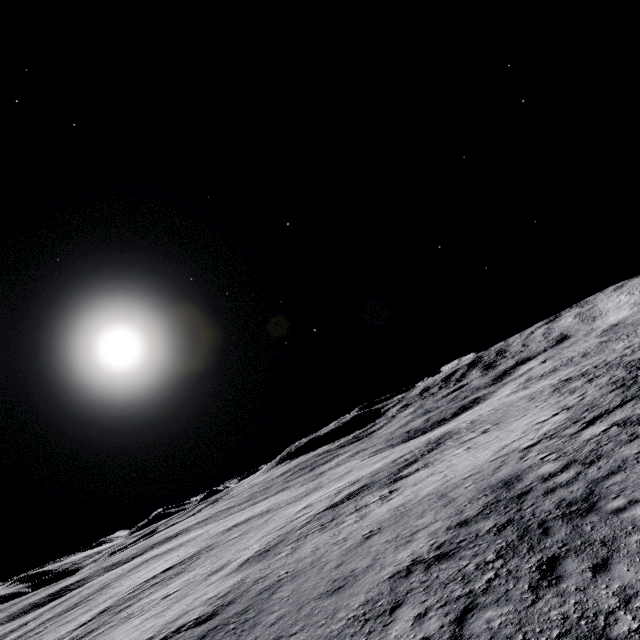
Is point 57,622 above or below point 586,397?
below
